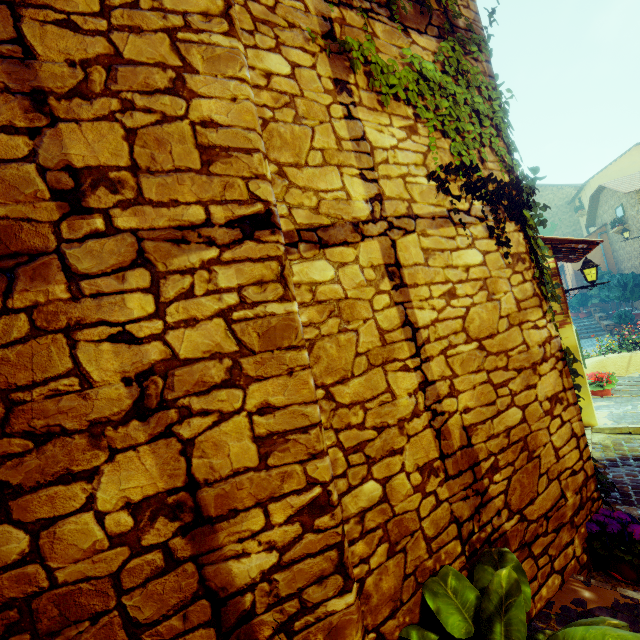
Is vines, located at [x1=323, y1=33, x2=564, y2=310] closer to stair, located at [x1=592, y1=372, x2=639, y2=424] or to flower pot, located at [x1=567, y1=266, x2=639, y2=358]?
stair, located at [x1=592, y1=372, x2=639, y2=424]

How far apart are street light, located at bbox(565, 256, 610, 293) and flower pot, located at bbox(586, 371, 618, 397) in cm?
164

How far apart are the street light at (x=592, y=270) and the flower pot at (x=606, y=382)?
1.6m

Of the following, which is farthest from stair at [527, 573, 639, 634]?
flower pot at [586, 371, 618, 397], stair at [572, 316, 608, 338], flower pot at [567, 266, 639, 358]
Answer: flower pot at [567, 266, 639, 358]

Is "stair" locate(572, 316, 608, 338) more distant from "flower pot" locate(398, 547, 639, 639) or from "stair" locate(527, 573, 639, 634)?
"flower pot" locate(398, 547, 639, 639)

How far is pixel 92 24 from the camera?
1.3 meters

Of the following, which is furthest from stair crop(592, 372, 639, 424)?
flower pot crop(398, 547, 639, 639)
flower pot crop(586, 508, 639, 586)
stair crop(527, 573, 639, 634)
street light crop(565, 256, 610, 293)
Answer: flower pot crop(398, 547, 639, 639)

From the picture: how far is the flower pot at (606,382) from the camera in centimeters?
713cm
